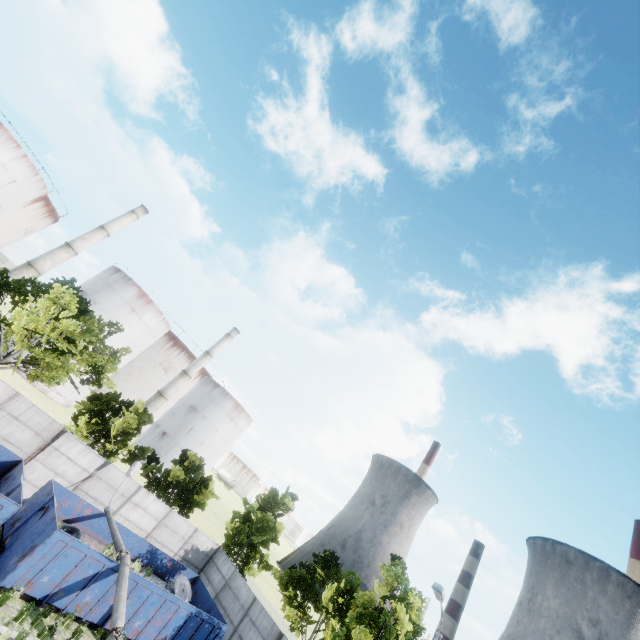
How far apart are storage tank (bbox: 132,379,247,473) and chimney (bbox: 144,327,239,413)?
5.8 meters

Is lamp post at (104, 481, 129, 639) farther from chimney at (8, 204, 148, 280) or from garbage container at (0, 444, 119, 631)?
chimney at (8, 204, 148, 280)

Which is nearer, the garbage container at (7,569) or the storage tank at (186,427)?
the garbage container at (7,569)

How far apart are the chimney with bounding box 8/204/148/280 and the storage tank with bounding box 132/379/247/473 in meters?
28.5

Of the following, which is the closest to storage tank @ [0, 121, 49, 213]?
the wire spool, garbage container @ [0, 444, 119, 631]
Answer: garbage container @ [0, 444, 119, 631]

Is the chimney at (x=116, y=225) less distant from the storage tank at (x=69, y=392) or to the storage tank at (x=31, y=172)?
the storage tank at (x=69, y=392)

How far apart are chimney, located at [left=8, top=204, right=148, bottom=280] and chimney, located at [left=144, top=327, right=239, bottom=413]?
21.6m

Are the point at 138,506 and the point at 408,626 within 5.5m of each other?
no
